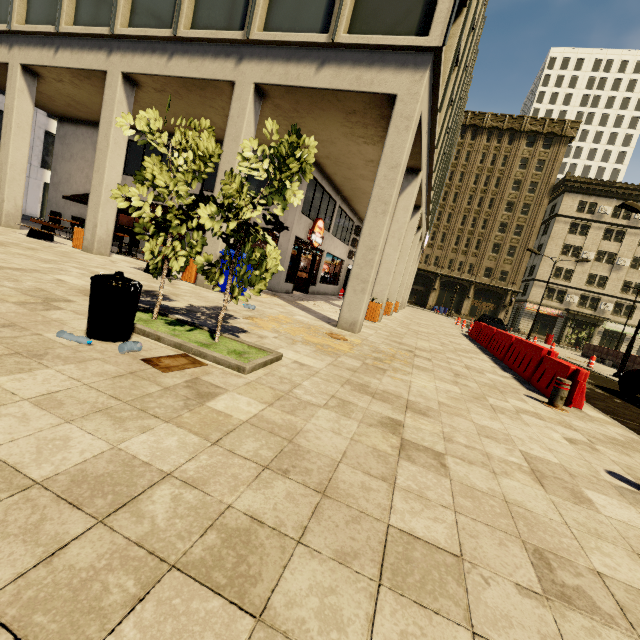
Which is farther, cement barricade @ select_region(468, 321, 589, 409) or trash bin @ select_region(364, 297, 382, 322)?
trash bin @ select_region(364, 297, 382, 322)

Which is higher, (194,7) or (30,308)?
(194,7)

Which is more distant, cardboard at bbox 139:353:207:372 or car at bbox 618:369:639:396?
car at bbox 618:369:639:396

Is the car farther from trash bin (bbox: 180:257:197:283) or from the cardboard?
trash bin (bbox: 180:257:197:283)

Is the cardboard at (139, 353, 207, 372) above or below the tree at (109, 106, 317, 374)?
below

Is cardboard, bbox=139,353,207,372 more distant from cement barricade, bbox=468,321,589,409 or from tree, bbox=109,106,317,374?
cement barricade, bbox=468,321,589,409

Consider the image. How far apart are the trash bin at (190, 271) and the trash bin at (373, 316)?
6.2 meters

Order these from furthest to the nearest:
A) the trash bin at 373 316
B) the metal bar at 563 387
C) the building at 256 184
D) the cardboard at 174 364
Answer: the building at 256 184, the trash bin at 373 316, the metal bar at 563 387, the cardboard at 174 364
